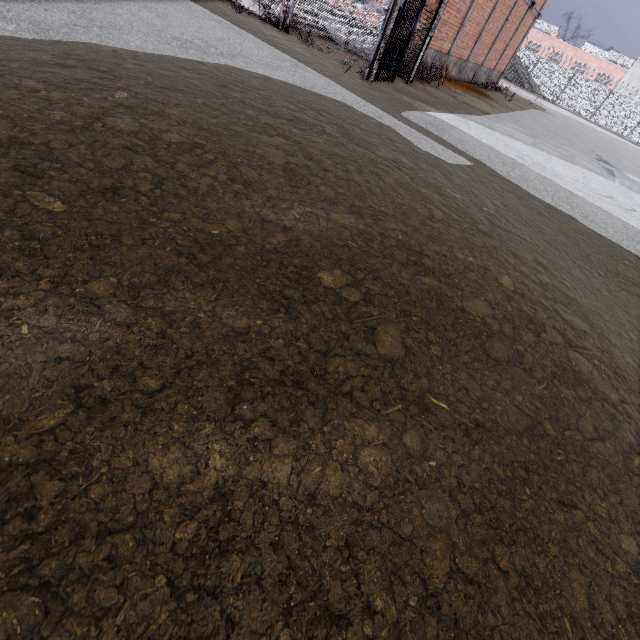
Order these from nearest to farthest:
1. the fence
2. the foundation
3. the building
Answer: the foundation
the fence
the building

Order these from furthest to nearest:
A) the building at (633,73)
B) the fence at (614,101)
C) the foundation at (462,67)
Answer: the building at (633,73) < the fence at (614,101) < the foundation at (462,67)

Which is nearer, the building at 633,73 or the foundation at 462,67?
the foundation at 462,67

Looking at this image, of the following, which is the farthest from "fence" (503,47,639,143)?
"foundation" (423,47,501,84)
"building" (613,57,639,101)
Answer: "foundation" (423,47,501,84)

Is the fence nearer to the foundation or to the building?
the building

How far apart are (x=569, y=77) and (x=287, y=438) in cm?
4908

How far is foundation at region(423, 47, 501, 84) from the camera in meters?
13.6 m
